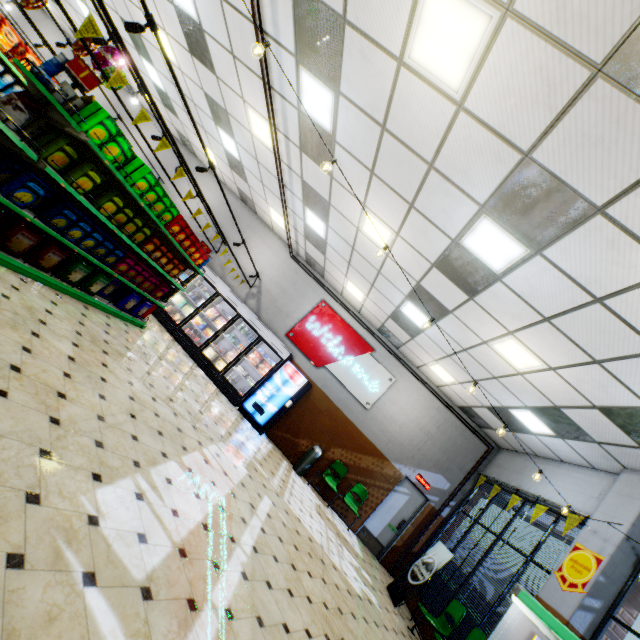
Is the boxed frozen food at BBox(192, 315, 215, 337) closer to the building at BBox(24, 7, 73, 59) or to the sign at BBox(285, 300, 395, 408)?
the building at BBox(24, 7, 73, 59)

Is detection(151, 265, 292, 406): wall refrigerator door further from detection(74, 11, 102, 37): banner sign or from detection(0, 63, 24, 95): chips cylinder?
detection(74, 11, 102, 37): banner sign

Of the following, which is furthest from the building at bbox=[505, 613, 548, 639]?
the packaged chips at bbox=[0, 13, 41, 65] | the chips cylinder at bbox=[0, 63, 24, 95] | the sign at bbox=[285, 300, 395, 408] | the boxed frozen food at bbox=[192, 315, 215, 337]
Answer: the packaged chips at bbox=[0, 13, 41, 65]

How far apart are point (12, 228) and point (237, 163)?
6.9 meters

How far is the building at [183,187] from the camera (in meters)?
12.30

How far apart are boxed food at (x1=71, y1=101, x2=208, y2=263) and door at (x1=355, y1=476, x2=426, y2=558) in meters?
9.5

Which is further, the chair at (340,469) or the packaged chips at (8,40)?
the chair at (340,469)

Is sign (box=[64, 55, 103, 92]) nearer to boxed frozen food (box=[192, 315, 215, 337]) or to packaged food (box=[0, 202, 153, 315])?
packaged food (box=[0, 202, 153, 315])
